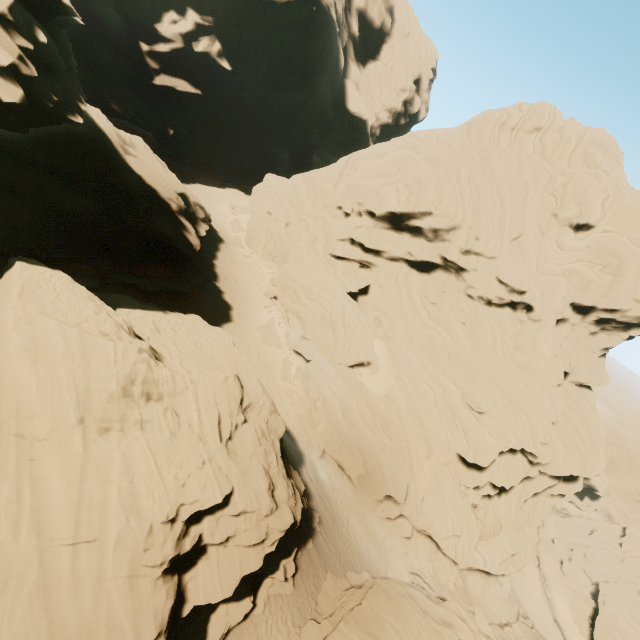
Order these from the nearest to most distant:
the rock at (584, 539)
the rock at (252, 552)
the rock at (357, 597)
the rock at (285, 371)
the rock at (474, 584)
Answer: the rock at (252, 552)
the rock at (357, 597)
the rock at (285, 371)
the rock at (474, 584)
the rock at (584, 539)

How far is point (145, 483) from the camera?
12.59m

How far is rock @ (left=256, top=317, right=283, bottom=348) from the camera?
32.62m

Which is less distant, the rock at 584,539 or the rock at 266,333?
the rock at 266,333

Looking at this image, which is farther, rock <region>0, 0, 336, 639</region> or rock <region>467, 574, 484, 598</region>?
rock <region>467, 574, 484, 598</region>

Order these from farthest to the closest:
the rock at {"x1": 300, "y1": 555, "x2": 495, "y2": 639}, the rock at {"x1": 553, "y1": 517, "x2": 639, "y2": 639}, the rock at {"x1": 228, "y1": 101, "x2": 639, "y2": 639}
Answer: the rock at {"x1": 553, "y1": 517, "x2": 639, "y2": 639}, the rock at {"x1": 228, "y1": 101, "x2": 639, "y2": 639}, the rock at {"x1": 300, "y1": 555, "x2": 495, "y2": 639}
